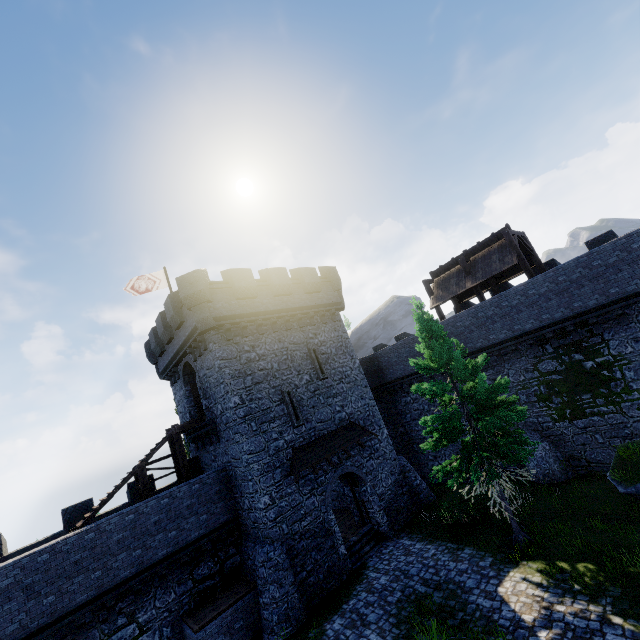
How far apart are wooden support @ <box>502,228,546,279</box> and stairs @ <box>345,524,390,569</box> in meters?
16.2

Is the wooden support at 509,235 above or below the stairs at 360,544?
above

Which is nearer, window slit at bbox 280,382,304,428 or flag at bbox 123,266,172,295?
window slit at bbox 280,382,304,428

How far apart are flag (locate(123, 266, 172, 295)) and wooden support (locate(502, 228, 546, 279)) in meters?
21.5 m

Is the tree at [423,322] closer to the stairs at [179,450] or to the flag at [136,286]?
the stairs at [179,450]

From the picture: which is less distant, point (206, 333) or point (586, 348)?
point (586, 348)

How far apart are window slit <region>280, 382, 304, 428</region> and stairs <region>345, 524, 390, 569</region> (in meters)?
6.73

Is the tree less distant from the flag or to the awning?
the awning
